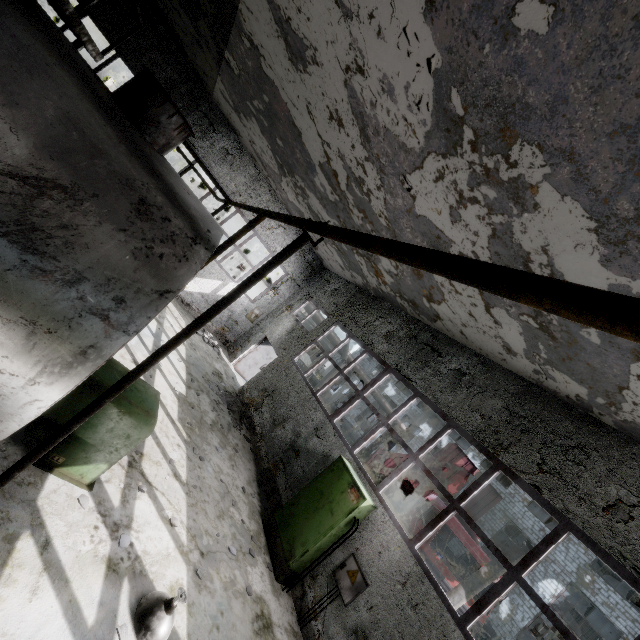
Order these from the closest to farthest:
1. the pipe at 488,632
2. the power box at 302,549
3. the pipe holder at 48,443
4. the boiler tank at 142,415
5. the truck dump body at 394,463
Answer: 1. the pipe holder at 48,443
2. the boiler tank at 142,415
3. the power box at 302,549
4. the truck dump body at 394,463
5. the pipe at 488,632

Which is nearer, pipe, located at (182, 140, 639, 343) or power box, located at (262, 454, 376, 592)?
pipe, located at (182, 140, 639, 343)

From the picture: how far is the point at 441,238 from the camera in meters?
6.2

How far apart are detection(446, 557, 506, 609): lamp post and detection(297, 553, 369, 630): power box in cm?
541

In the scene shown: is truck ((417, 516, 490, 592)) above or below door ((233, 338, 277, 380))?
above

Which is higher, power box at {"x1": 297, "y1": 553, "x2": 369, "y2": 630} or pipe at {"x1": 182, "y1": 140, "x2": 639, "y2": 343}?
pipe at {"x1": 182, "y1": 140, "x2": 639, "y2": 343}

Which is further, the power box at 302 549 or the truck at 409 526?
the truck at 409 526

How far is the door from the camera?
→ 15.8m
